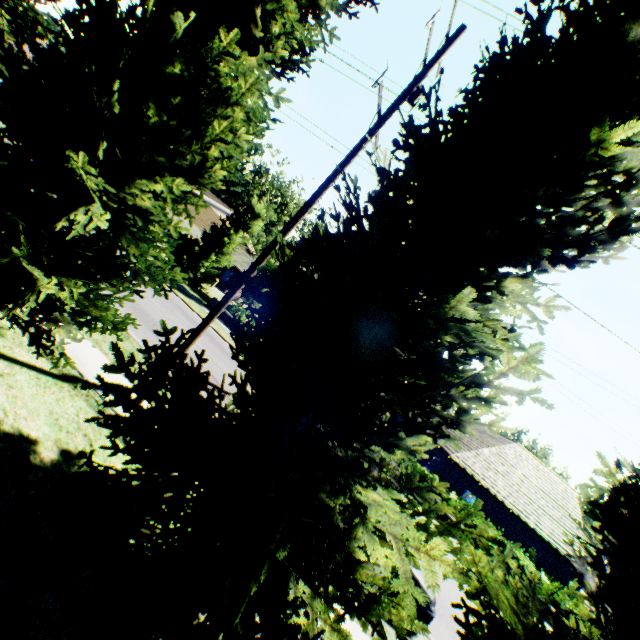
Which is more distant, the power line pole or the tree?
the power line pole

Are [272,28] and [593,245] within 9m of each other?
yes

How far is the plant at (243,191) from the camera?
56.7m

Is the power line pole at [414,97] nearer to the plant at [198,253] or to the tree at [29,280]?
the tree at [29,280]

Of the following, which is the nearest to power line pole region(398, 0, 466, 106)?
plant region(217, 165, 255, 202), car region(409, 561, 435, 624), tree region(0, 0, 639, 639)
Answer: tree region(0, 0, 639, 639)

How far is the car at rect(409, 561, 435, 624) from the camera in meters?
7.8

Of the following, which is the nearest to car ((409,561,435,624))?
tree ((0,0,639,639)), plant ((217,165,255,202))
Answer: tree ((0,0,639,639))

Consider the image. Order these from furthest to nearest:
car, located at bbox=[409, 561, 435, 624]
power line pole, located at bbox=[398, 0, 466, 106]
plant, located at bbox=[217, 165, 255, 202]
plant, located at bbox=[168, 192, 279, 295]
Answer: plant, located at bbox=[217, 165, 255, 202], plant, located at bbox=[168, 192, 279, 295], car, located at bbox=[409, 561, 435, 624], power line pole, located at bbox=[398, 0, 466, 106]
